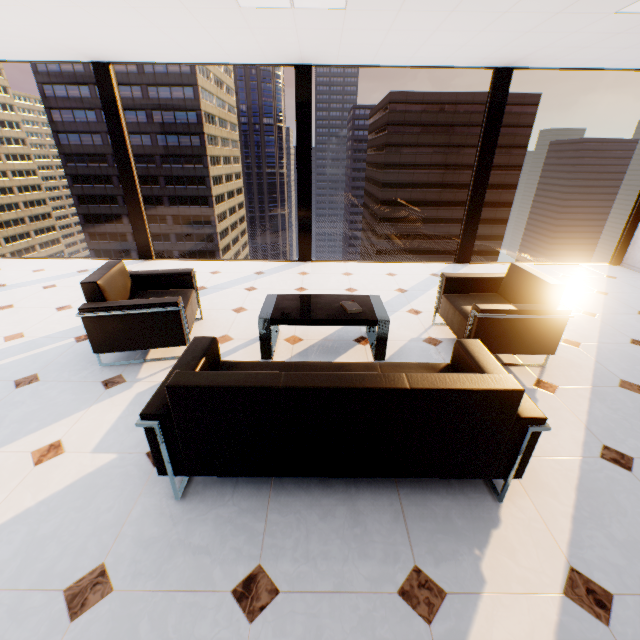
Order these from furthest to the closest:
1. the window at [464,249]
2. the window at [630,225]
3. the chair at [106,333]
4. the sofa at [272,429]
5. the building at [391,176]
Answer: the building at [391,176], the window at [630,225], the window at [464,249], the chair at [106,333], the sofa at [272,429]

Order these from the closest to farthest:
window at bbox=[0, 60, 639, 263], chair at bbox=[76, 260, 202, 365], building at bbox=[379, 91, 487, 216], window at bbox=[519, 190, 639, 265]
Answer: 1. chair at bbox=[76, 260, 202, 365]
2. window at bbox=[0, 60, 639, 263]
3. window at bbox=[519, 190, 639, 265]
4. building at bbox=[379, 91, 487, 216]

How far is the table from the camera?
2.9 meters

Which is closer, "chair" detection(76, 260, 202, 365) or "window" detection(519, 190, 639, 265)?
"chair" detection(76, 260, 202, 365)

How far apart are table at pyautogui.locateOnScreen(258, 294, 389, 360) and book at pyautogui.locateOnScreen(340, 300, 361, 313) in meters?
0.0

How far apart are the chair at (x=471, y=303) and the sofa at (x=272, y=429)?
0.6 meters

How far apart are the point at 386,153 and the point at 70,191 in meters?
58.6

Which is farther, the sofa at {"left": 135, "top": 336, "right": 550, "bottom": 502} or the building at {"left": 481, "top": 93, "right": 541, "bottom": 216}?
the building at {"left": 481, "top": 93, "right": 541, "bottom": 216}
